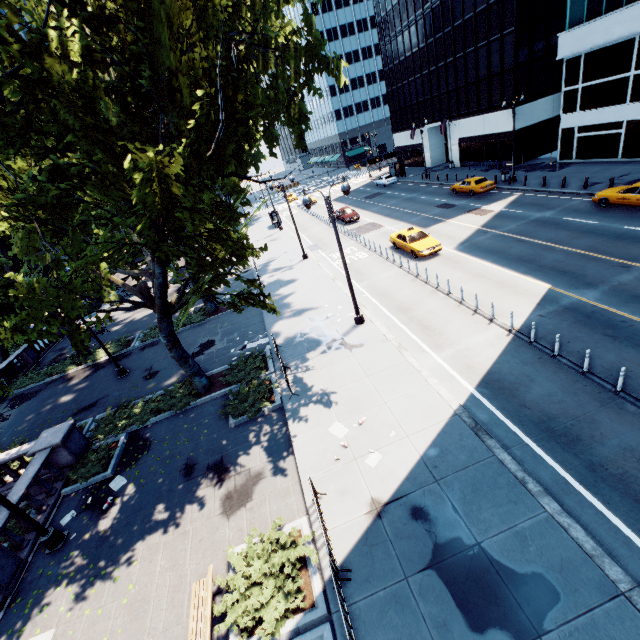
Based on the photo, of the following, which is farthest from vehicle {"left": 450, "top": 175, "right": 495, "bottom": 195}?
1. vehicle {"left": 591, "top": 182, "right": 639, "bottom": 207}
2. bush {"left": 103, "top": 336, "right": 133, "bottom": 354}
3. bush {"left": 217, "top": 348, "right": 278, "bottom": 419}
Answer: bush {"left": 103, "top": 336, "right": 133, "bottom": 354}

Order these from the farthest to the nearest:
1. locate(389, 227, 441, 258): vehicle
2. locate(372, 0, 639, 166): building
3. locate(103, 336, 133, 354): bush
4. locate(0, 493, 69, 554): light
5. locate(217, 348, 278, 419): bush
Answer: locate(372, 0, 639, 166): building < locate(103, 336, 133, 354): bush < locate(389, 227, 441, 258): vehicle < locate(217, 348, 278, 419): bush < locate(0, 493, 69, 554): light

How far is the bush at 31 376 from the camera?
23.3 meters

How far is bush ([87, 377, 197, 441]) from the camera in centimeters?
1536cm

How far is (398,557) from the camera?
7.8m

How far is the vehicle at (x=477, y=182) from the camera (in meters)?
31.45

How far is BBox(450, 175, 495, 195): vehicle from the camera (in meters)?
31.45

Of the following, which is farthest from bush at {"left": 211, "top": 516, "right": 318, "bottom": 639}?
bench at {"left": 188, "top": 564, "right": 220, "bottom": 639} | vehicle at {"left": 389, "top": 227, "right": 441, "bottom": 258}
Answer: vehicle at {"left": 389, "top": 227, "right": 441, "bottom": 258}
